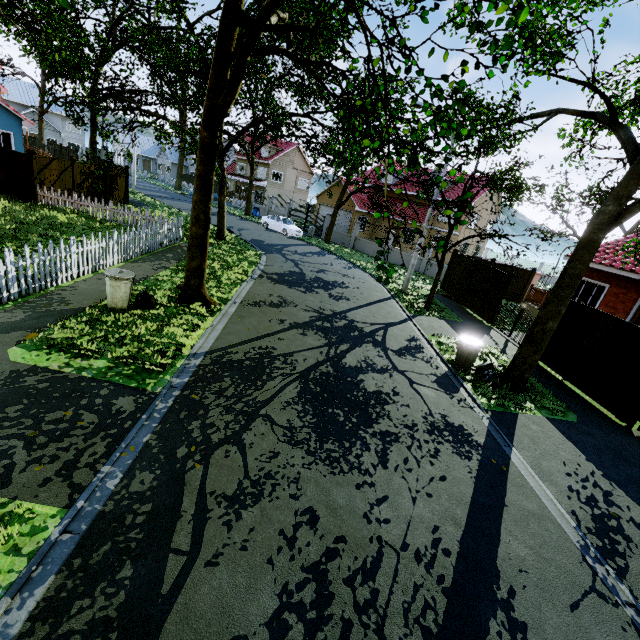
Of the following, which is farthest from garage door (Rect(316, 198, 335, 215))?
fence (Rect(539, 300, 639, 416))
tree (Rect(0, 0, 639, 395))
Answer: fence (Rect(539, 300, 639, 416))

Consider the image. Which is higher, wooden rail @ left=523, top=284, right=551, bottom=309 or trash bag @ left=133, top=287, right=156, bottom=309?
wooden rail @ left=523, top=284, right=551, bottom=309

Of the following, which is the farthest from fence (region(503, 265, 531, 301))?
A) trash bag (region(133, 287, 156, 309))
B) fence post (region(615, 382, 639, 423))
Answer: trash bag (region(133, 287, 156, 309))

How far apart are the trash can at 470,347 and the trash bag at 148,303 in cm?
866

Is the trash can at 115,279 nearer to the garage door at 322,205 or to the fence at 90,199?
the fence at 90,199

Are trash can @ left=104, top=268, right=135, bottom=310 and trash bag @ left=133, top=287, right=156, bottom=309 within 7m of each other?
yes

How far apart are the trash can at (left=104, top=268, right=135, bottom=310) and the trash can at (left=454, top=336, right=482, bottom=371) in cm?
906

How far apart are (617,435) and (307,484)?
8.27m
